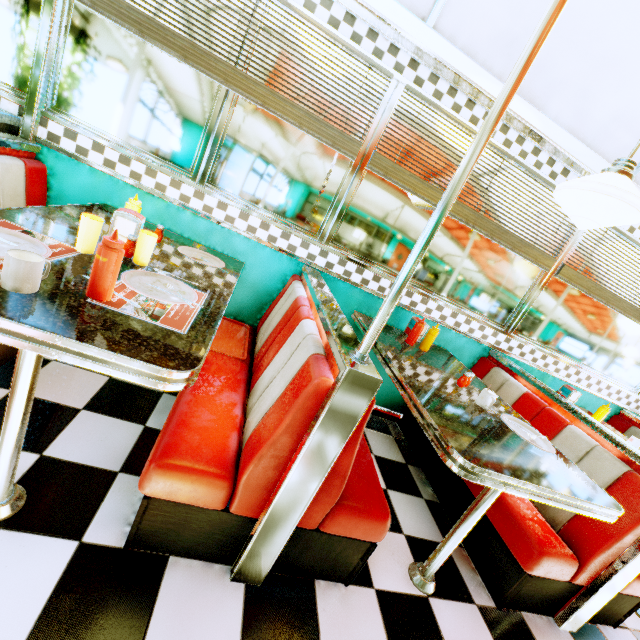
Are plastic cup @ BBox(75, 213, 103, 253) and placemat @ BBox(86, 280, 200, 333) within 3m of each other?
yes

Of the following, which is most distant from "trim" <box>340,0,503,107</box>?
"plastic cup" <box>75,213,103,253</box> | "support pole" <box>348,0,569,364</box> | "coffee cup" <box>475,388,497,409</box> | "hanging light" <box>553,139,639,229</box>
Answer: "coffee cup" <box>475,388,497,409</box>

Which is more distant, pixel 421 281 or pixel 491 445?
pixel 421 281

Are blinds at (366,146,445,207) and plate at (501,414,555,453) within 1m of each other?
no

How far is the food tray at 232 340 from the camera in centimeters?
204cm

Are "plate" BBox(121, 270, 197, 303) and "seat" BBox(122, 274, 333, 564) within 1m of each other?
yes

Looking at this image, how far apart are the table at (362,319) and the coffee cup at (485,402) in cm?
8

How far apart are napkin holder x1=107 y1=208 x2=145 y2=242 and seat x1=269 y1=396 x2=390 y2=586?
1.1 meters
